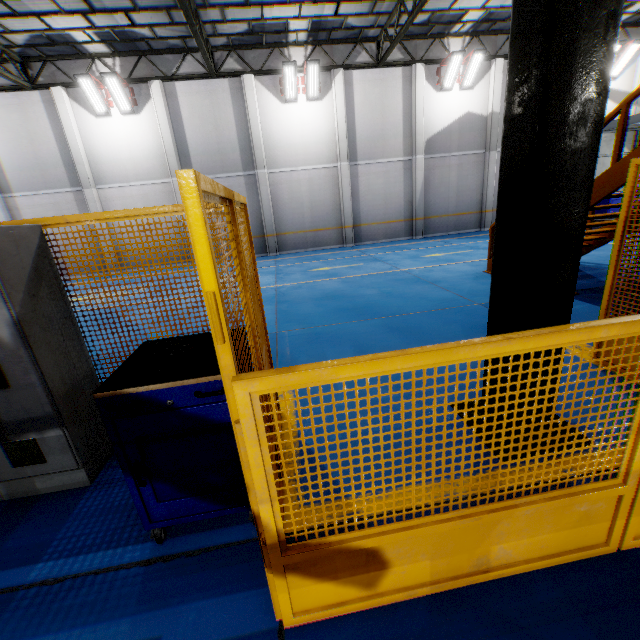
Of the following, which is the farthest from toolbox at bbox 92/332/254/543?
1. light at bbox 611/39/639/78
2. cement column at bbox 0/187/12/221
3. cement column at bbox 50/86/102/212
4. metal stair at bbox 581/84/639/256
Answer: light at bbox 611/39/639/78

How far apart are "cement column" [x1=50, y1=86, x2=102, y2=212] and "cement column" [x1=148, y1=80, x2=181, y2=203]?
3.3m

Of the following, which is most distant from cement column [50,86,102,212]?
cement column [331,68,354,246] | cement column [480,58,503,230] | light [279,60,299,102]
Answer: cement column [480,58,503,230]

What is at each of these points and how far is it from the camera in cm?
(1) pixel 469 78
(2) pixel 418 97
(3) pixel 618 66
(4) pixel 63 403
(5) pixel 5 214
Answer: (1) light, 1526
(2) cement column, 1541
(3) light, 1595
(4) cabinet, 262
(5) cement column, 1467

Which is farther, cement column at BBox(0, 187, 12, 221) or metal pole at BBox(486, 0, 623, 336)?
cement column at BBox(0, 187, 12, 221)

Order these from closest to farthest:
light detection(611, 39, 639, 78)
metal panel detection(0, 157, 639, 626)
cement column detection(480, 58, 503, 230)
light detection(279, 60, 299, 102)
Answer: metal panel detection(0, 157, 639, 626) → light detection(279, 60, 299, 102) → light detection(611, 39, 639, 78) → cement column detection(480, 58, 503, 230)

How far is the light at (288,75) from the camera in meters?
13.6 m

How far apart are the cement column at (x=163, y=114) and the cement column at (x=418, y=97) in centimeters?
1135cm
